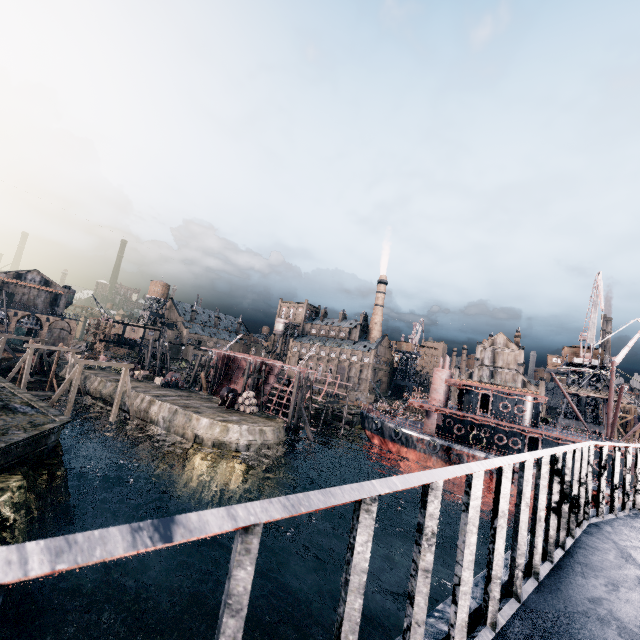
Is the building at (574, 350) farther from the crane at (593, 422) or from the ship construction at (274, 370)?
the ship construction at (274, 370)

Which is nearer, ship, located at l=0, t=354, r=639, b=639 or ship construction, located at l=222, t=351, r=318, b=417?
ship, located at l=0, t=354, r=639, b=639

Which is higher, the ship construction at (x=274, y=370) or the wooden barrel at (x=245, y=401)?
the ship construction at (x=274, y=370)

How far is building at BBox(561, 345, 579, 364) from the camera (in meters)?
52.34

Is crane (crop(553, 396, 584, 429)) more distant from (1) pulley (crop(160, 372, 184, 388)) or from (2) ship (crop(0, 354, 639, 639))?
(1) pulley (crop(160, 372, 184, 388))

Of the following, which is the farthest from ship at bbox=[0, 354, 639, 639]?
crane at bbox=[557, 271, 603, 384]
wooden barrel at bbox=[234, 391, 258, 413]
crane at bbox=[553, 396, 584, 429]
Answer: crane at bbox=[553, 396, 584, 429]

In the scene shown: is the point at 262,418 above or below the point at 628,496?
below

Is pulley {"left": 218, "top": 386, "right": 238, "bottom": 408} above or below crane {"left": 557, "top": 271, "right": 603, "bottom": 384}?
below
